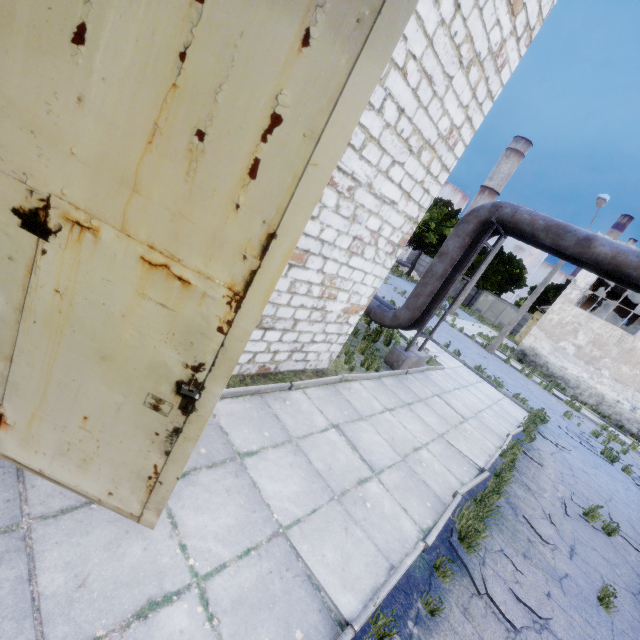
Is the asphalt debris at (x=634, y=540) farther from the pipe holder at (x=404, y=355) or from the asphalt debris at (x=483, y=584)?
the pipe holder at (x=404, y=355)

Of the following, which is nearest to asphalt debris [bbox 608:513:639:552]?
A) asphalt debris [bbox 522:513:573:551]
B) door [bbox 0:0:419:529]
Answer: asphalt debris [bbox 522:513:573:551]

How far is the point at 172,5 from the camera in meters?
1.4 m

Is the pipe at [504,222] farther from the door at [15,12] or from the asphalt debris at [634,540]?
the door at [15,12]

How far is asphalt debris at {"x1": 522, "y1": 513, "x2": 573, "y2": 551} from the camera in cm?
579

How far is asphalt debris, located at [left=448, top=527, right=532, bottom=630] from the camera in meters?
3.9 m

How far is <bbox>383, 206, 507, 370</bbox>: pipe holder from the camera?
8.5m

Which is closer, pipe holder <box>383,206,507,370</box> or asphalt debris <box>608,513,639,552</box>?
asphalt debris <box>608,513,639,552</box>
